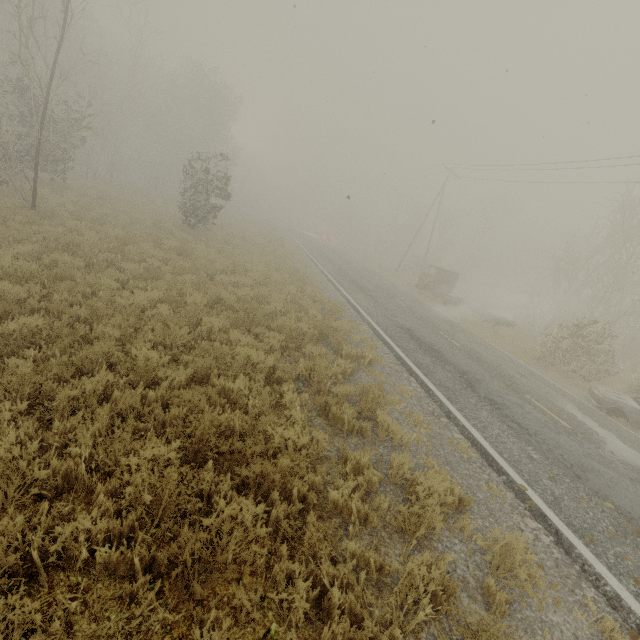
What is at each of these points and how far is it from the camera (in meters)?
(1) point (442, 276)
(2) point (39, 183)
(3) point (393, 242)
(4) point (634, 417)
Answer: (1) truck, 25.53
(2) tree, 17.58
(3) tree, 53.00
(4) car, 11.02

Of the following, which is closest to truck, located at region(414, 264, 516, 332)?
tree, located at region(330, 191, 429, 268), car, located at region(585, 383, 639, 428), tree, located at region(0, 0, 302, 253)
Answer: car, located at region(585, 383, 639, 428)

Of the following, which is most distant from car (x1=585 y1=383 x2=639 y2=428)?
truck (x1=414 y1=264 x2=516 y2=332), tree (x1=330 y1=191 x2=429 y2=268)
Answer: tree (x1=330 y1=191 x2=429 y2=268)

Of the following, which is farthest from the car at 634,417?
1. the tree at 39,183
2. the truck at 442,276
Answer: the tree at 39,183

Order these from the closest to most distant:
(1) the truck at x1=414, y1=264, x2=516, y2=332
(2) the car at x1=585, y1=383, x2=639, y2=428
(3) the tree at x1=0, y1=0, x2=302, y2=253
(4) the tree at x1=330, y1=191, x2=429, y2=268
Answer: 1. (2) the car at x1=585, y1=383, x2=639, y2=428
2. (3) the tree at x1=0, y1=0, x2=302, y2=253
3. (1) the truck at x1=414, y1=264, x2=516, y2=332
4. (4) the tree at x1=330, y1=191, x2=429, y2=268

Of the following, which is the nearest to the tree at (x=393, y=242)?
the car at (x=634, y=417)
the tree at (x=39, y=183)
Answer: the tree at (x=39, y=183)

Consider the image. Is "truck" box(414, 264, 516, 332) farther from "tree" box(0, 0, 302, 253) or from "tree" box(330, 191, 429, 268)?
"tree" box(330, 191, 429, 268)
